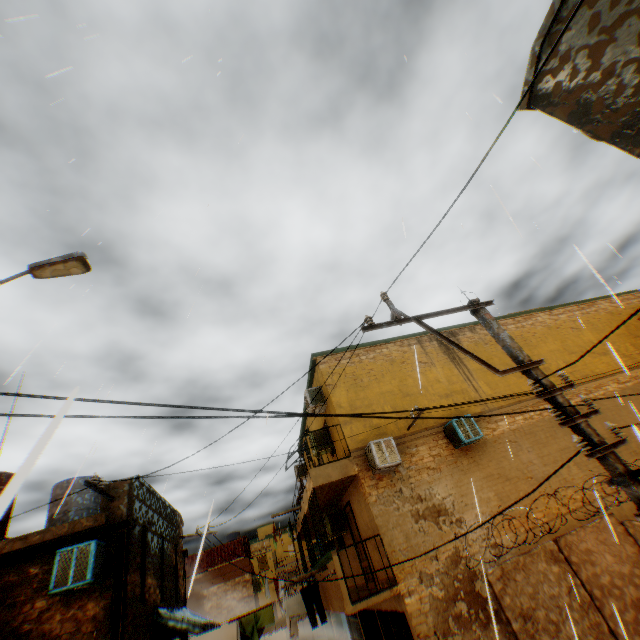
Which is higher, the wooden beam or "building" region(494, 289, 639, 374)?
"building" region(494, 289, 639, 374)

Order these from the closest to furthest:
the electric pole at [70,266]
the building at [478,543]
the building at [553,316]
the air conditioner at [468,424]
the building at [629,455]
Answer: the electric pole at [70,266] → the building at [478,543] → the air conditioner at [468,424] → the building at [629,455] → the building at [553,316]

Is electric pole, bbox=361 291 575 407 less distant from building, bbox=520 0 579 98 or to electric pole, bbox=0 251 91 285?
building, bbox=520 0 579 98

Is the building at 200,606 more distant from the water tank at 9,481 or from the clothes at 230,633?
the water tank at 9,481

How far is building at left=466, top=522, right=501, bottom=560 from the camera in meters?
9.1 m

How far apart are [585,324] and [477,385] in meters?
7.9 m

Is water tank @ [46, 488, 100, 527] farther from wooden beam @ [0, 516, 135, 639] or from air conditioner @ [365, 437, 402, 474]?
air conditioner @ [365, 437, 402, 474]

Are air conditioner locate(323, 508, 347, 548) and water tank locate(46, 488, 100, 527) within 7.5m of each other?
no
